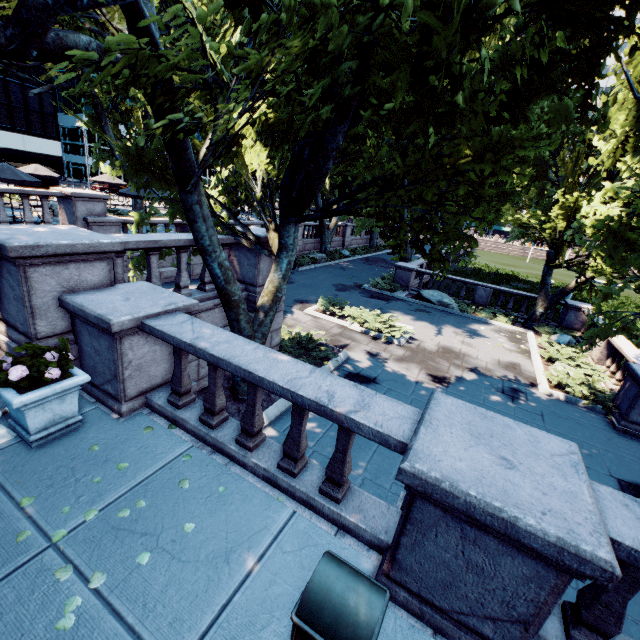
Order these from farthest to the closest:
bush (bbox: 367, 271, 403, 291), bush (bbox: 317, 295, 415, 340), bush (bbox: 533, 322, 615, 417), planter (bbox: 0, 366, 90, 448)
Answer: bush (bbox: 367, 271, 403, 291)
bush (bbox: 317, 295, 415, 340)
bush (bbox: 533, 322, 615, 417)
planter (bbox: 0, 366, 90, 448)

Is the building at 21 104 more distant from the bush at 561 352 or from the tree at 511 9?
the bush at 561 352

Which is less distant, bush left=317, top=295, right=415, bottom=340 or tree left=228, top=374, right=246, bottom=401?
tree left=228, top=374, right=246, bottom=401

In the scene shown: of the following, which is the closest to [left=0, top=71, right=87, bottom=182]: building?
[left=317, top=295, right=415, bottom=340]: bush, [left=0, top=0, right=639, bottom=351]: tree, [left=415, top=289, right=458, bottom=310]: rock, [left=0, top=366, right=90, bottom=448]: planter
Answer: [left=0, top=0, right=639, bottom=351]: tree

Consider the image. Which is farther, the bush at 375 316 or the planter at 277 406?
the bush at 375 316

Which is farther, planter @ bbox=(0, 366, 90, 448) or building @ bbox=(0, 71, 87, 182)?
building @ bbox=(0, 71, 87, 182)

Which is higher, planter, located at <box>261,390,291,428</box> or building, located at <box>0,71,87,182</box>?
building, located at <box>0,71,87,182</box>

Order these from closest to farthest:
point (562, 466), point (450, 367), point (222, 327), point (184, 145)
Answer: point (562, 466) → point (184, 145) → point (222, 327) → point (450, 367)
